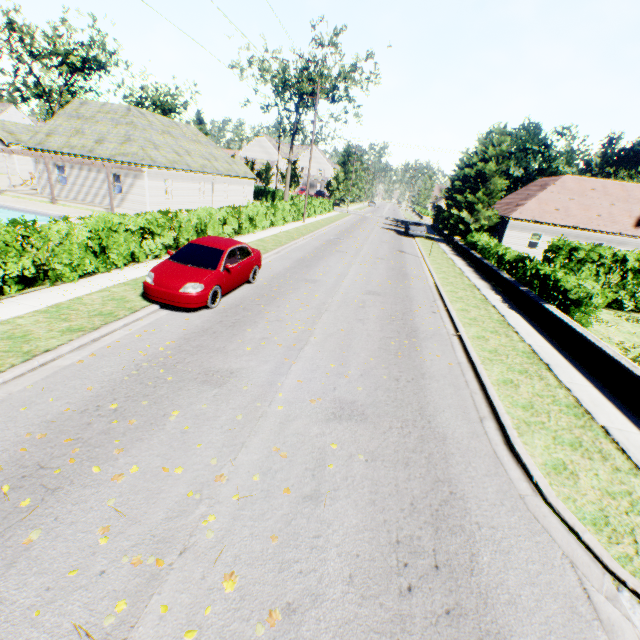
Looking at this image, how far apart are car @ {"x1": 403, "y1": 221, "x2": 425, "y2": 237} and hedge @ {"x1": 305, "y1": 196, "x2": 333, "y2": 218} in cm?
1079

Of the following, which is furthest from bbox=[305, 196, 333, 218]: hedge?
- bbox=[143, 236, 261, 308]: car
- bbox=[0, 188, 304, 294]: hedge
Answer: bbox=[143, 236, 261, 308]: car

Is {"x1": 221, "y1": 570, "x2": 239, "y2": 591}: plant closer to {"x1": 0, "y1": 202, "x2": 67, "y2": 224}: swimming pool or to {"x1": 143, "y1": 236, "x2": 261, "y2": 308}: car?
{"x1": 0, "y1": 202, "x2": 67, "y2": 224}: swimming pool

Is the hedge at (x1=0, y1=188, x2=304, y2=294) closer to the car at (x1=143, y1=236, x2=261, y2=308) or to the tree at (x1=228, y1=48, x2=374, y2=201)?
the tree at (x1=228, y1=48, x2=374, y2=201)

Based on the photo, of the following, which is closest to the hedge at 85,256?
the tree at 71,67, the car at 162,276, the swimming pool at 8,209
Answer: the tree at 71,67

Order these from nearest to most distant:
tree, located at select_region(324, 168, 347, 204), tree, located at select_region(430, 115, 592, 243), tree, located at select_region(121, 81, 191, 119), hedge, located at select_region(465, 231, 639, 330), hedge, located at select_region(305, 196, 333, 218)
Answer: hedge, located at select_region(465, 231, 639, 330) < tree, located at select_region(430, 115, 592, 243) < hedge, located at select_region(305, 196, 333, 218) < tree, located at select_region(121, 81, 191, 119) < tree, located at select_region(324, 168, 347, 204)

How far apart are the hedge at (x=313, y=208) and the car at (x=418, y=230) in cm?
1079

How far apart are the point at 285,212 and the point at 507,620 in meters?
28.7 m
